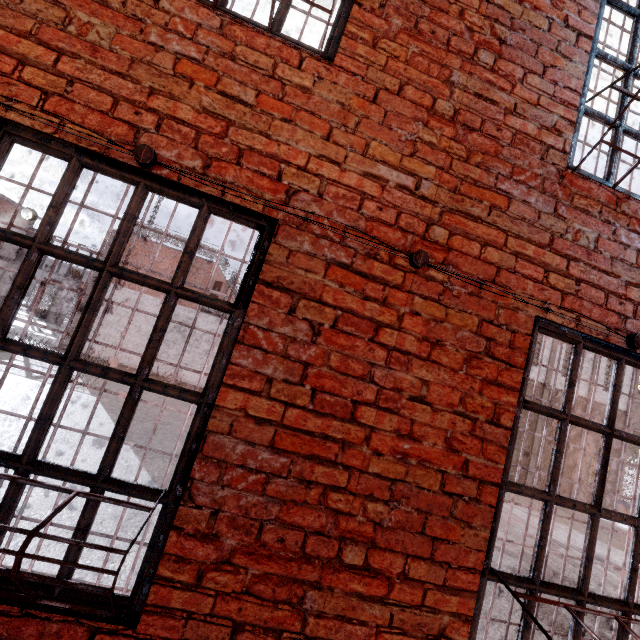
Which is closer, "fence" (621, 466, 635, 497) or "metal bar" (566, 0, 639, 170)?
"metal bar" (566, 0, 639, 170)

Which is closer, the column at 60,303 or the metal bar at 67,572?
the metal bar at 67,572

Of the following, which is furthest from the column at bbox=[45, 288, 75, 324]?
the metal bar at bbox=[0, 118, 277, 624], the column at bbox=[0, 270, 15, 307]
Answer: the metal bar at bbox=[0, 118, 277, 624]

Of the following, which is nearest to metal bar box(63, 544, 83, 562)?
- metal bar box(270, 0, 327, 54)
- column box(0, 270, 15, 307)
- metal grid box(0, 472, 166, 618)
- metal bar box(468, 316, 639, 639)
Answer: metal grid box(0, 472, 166, 618)

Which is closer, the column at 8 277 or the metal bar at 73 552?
the metal bar at 73 552

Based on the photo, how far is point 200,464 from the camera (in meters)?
1.52

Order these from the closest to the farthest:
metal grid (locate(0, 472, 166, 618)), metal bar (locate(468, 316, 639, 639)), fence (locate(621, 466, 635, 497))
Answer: metal grid (locate(0, 472, 166, 618)) < metal bar (locate(468, 316, 639, 639)) < fence (locate(621, 466, 635, 497))

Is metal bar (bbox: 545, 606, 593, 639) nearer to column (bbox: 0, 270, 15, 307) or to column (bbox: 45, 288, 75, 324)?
column (bbox: 45, 288, 75, 324)
